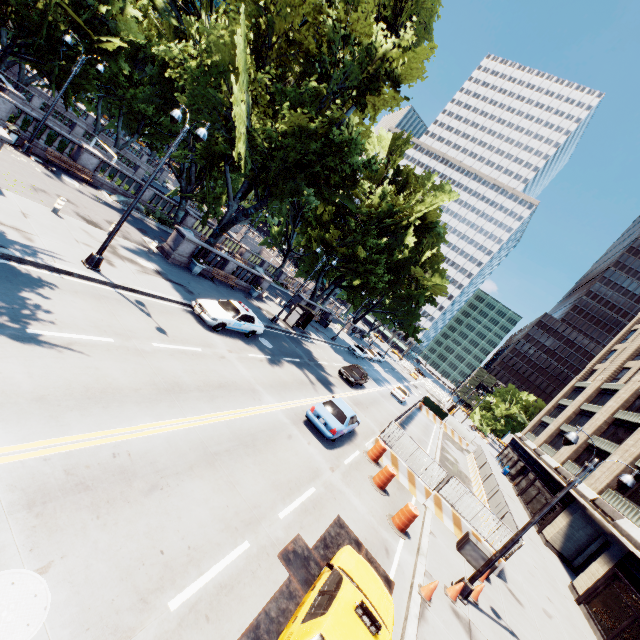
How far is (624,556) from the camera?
19.95m

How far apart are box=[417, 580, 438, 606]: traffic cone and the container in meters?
5.4

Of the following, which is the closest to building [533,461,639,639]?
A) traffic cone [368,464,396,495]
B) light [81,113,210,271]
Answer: traffic cone [368,464,396,495]

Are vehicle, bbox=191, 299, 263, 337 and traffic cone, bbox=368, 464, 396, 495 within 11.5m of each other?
yes

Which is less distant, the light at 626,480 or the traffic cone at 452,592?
the light at 626,480

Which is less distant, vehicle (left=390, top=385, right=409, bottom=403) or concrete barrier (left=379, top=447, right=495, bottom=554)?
concrete barrier (left=379, top=447, right=495, bottom=554)

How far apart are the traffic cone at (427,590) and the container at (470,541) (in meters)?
5.36

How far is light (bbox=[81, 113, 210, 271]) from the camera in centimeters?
1211cm
